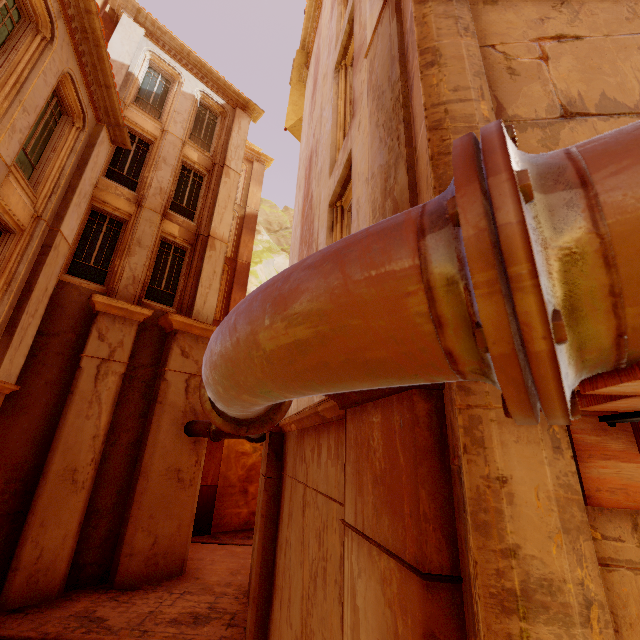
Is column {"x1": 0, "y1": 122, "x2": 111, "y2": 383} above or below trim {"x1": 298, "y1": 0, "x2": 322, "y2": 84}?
below

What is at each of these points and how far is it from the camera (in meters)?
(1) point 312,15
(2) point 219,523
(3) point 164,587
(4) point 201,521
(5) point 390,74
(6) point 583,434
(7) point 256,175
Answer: (1) trim, 13.01
(2) rock, 14.31
(3) building, 8.51
(4) column, 13.62
(5) column, 2.87
(6) wood, 1.12
(7) column, 20.89

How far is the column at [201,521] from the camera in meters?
13.6

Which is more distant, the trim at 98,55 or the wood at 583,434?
the trim at 98,55

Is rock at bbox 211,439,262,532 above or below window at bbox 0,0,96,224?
below

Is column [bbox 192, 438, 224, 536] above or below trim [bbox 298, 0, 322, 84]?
below

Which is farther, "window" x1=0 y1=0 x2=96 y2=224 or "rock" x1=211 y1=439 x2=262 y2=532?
"rock" x1=211 y1=439 x2=262 y2=532

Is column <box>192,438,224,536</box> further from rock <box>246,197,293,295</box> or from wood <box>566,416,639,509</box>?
wood <box>566,416,639,509</box>
